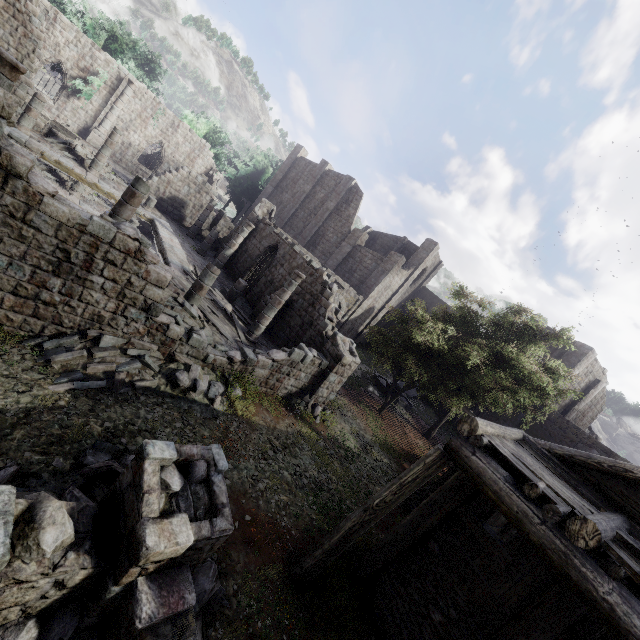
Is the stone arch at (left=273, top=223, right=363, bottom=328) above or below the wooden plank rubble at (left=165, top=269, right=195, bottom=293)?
above

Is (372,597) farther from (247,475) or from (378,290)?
(378,290)

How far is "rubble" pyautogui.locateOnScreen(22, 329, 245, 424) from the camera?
7.8m

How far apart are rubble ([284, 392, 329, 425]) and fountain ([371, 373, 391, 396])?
12.0m

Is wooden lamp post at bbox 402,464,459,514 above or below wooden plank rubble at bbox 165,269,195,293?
below

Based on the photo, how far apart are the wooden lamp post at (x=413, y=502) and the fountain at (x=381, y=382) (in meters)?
11.82

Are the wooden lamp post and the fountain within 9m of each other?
no

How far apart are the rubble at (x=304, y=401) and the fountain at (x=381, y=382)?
12.0 meters
